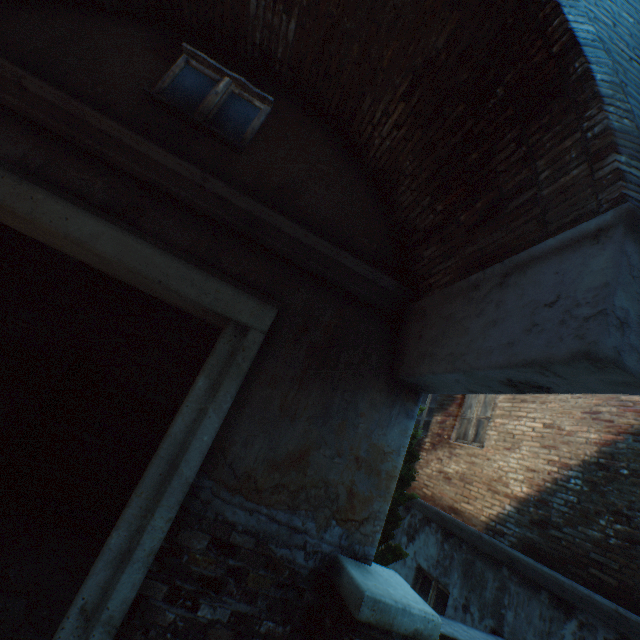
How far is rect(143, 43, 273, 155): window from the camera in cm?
312

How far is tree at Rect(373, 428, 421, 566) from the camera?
4.4 meters

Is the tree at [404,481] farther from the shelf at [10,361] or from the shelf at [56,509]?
the shelf at [10,361]

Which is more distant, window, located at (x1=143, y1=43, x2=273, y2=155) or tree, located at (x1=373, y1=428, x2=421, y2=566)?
tree, located at (x1=373, y1=428, x2=421, y2=566)

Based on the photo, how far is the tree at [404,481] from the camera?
4.4m

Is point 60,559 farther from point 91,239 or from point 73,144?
point 73,144

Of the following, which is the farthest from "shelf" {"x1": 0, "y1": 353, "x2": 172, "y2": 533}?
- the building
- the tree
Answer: the tree

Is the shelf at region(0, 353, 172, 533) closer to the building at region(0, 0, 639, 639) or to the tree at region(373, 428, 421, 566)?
the building at region(0, 0, 639, 639)
